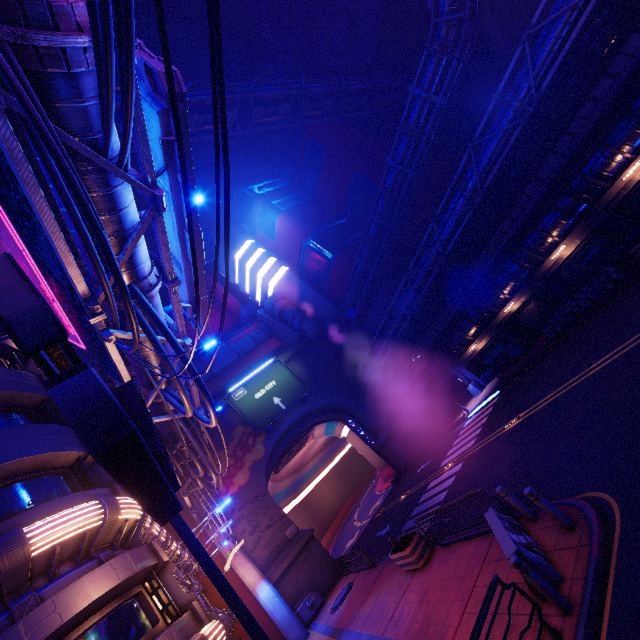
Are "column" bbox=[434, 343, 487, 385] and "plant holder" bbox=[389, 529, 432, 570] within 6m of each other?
no

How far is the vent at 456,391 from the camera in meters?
30.8

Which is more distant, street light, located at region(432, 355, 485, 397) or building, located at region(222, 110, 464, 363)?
building, located at region(222, 110, 464, 363)

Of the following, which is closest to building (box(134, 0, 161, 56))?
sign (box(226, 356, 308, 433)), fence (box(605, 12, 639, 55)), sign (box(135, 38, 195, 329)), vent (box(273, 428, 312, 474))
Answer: fence (box(605, 12, 639, 55))

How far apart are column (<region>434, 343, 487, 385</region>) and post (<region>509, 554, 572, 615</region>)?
24.3 meters

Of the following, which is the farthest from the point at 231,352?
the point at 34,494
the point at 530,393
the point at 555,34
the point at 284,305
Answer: the point at 555,34

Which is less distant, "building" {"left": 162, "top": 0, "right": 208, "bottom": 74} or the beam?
the beam

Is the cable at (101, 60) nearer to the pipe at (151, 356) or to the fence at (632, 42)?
the pipe at (151, 356)
